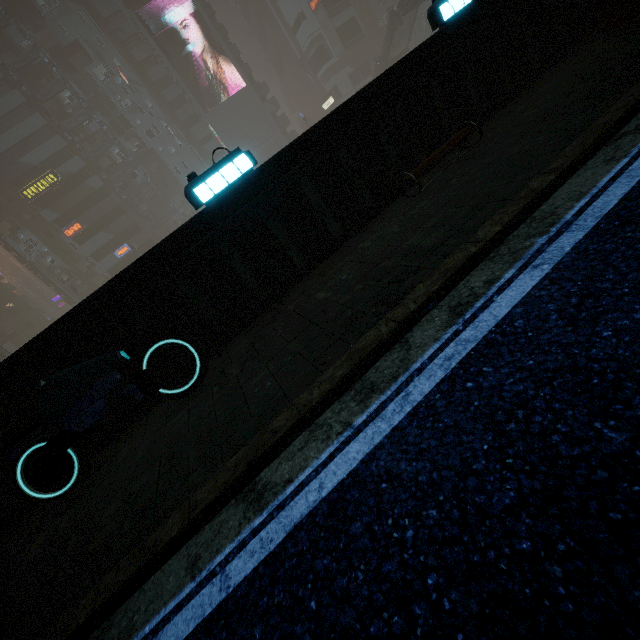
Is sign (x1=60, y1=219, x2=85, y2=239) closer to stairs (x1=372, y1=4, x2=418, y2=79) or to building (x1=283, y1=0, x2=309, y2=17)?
building (x1=283, y1=0, x2=309, y2=17)

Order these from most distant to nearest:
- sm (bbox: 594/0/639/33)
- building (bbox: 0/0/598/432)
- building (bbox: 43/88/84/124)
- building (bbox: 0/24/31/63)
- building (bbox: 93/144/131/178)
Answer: building (bbox: 93/144/131/178) < building (bbox: 43/88/84/124) < building (bbox: 0/24/31/63) < sm (bbox: 594/0/639/33) < building (bbox: 0/0/598/432)

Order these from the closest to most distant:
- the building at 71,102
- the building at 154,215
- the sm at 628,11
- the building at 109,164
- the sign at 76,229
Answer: the sm at 628,11 < the building at 71,102 < the sign at 76,229 < the building at 109,164 < the building at 154,215

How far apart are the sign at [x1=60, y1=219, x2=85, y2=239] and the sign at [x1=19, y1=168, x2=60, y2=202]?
4.28m

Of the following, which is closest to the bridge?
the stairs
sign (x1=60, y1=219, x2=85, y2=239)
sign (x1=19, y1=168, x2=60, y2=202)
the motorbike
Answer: the stairs

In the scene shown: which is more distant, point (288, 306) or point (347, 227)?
point (347, 227)

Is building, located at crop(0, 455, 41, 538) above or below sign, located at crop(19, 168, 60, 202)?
below

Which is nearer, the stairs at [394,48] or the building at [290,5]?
the stairs at [394,48]
